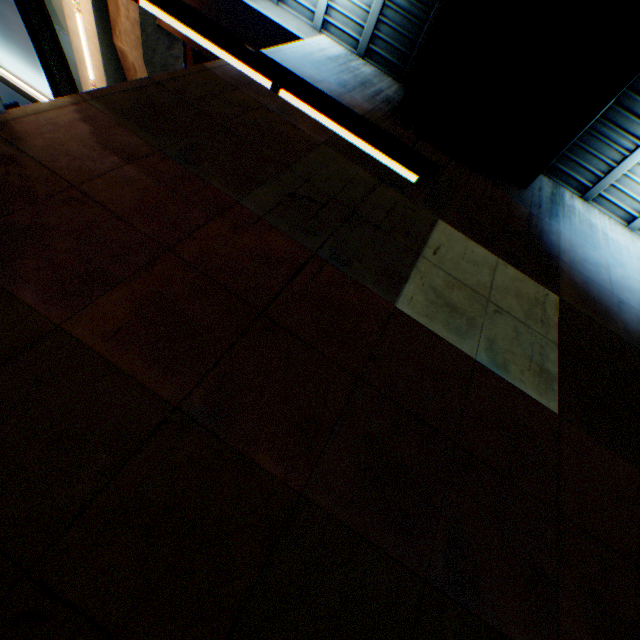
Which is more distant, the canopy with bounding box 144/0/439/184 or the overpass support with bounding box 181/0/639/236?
the overpass support with bounding box 181/0/639/236

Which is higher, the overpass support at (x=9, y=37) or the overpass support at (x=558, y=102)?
the overpass support at (x=9, y=37)

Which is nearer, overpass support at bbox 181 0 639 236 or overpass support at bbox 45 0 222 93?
overpass support at bbox 181 0 639 236

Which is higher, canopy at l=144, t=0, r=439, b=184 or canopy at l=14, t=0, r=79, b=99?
canopy at l=14, t=0, r=79, b=99

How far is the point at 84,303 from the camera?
3.5m

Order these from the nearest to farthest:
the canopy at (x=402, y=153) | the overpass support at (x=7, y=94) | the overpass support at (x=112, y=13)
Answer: the canopy at (x=402, y=153), the overpass support at (x=112, y=13), the overpass support at (x=7, y=94)
